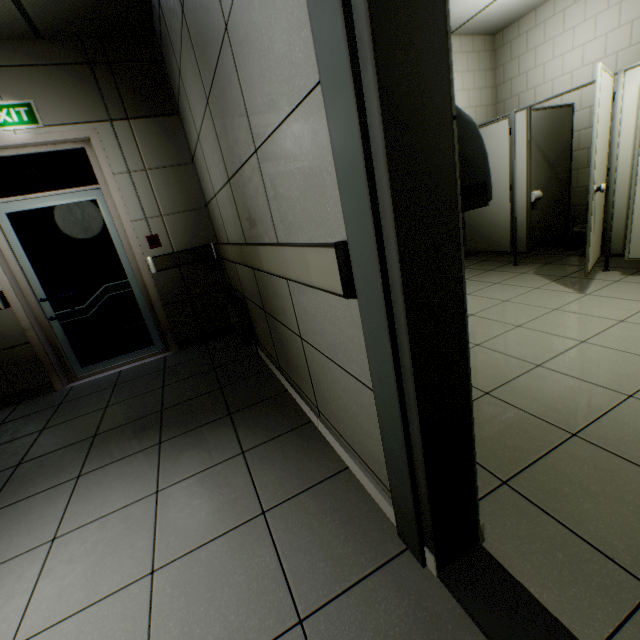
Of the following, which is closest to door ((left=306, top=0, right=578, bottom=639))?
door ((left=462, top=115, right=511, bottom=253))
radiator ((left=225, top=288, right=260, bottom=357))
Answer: radiator ((left=225, top=288, right=260, bottom=357))

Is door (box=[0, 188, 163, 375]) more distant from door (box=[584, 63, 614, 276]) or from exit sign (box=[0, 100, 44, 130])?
door (box=[584, 63, 614, 276])

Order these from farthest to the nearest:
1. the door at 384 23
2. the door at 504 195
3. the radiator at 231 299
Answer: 1. the door at 504 195
2. the radiator at 231 299
3. the door at 384 23

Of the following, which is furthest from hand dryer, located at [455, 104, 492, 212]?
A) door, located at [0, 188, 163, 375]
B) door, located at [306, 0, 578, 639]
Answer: door, located at [0, 188, 163, 375]

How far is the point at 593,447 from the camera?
1.5m

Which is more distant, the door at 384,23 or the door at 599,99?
the door at 599,99

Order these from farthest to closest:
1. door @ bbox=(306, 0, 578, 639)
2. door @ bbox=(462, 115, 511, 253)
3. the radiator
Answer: door @ bbox=(462, 115, 511, 253) → the radiator → door @ bbox=(306, 0, 578, 639)

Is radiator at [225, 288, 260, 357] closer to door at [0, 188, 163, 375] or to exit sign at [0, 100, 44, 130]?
door at [0, 188, 163, 375]
